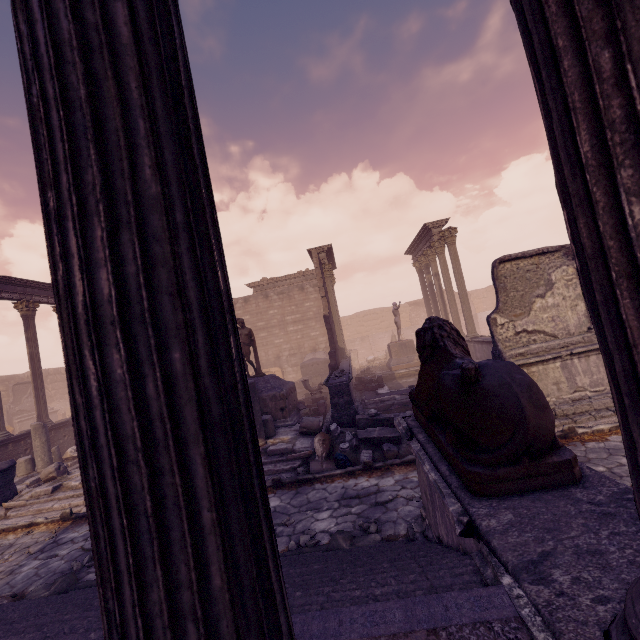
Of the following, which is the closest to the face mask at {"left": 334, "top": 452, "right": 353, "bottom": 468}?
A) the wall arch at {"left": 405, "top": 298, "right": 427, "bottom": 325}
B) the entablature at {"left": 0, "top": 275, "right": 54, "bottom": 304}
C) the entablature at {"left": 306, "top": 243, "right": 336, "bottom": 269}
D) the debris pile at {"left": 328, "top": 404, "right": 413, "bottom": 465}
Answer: the debris pile at {"left": 328, "top": 404, "right": 413, "bottom": 465}

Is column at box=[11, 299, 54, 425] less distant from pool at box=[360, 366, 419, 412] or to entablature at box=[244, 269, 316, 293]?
entablature at box=[244, 269, 316, 293]

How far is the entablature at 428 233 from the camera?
17.5 meters

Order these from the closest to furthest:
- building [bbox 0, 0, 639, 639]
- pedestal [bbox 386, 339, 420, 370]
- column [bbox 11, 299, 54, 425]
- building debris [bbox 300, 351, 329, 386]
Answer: building [bbox 0, 0, 639, 639] < column [bbox 11, 299, 54, 425] < pedestal [bbox 386, 339, 420, 370] < building debris [bbox 300, 351, 329, 386]

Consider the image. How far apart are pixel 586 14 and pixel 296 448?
8.3m

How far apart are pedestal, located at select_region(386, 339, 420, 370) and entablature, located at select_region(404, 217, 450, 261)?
5.6 meters

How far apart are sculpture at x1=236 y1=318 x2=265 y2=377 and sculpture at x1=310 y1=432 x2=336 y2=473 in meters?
4.0

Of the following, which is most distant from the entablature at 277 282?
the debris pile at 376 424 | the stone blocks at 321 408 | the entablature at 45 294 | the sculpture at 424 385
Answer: the sculpture at 424 385
